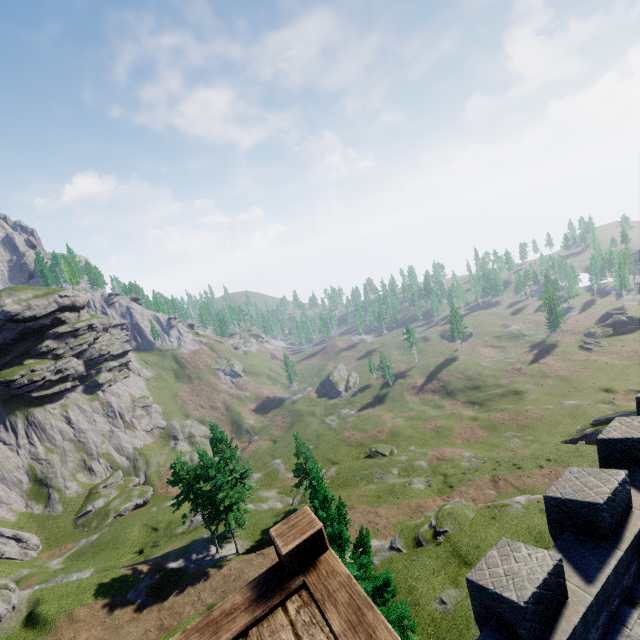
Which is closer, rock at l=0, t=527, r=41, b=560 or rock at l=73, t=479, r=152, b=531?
rock at l=0, t=527, r=41, b=560

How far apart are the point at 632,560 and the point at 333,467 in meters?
52.6

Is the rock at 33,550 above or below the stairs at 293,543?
below

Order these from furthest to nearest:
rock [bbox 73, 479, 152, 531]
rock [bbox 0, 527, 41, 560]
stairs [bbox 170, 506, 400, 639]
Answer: rock [bbox 73, 479, 152, 531] → rock [bbox 0, 527, 41, 560] → stairs [bbox 170, 506, 400, 639]

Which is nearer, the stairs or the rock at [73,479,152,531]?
the stairs

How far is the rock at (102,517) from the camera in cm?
5344

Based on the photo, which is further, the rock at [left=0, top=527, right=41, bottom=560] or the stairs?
the rock at [left=0, top=527, right=41, bottom=560]

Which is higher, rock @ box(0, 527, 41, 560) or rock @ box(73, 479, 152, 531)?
rock @ box(0, 527, 41, 560)
